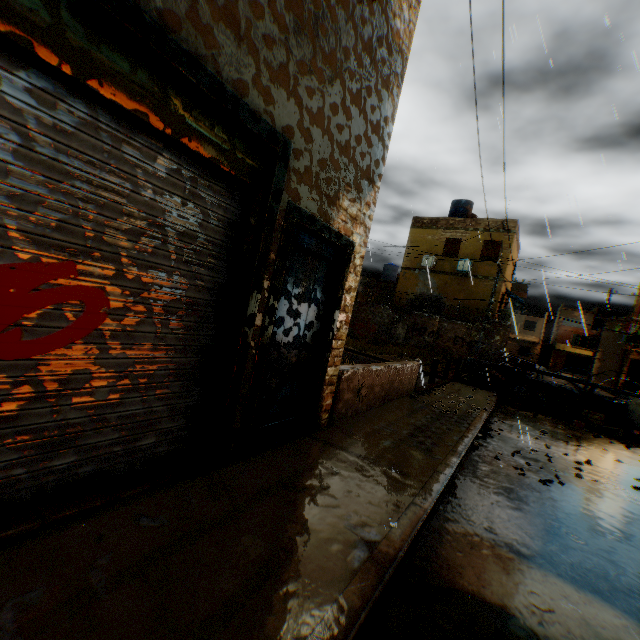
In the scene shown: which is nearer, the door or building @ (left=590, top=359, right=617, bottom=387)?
the door

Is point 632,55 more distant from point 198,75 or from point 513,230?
point 513,230

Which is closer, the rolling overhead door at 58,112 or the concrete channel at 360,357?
the rolling overhead door at 58,112

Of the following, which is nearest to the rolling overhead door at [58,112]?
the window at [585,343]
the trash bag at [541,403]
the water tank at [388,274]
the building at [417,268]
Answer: the building at [417,268]

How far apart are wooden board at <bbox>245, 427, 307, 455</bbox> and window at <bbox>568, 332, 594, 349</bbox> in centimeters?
6033cm

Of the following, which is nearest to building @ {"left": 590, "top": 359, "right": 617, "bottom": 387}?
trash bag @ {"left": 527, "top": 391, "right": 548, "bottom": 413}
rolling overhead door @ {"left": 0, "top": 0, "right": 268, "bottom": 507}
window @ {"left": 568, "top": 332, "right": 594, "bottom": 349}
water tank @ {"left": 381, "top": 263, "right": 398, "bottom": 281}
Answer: A: rolling overhead door @ {"left": 0, "top": 0, "right": 268, "bottom": 507}

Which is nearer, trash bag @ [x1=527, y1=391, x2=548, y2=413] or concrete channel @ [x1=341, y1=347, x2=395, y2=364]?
trash bag @ [x1=527, y1=391, x2=548, y2=413]

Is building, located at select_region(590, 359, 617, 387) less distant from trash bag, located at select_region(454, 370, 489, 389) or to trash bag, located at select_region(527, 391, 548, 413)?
trash bag, located at select_region(454, 370, 489, 389)
